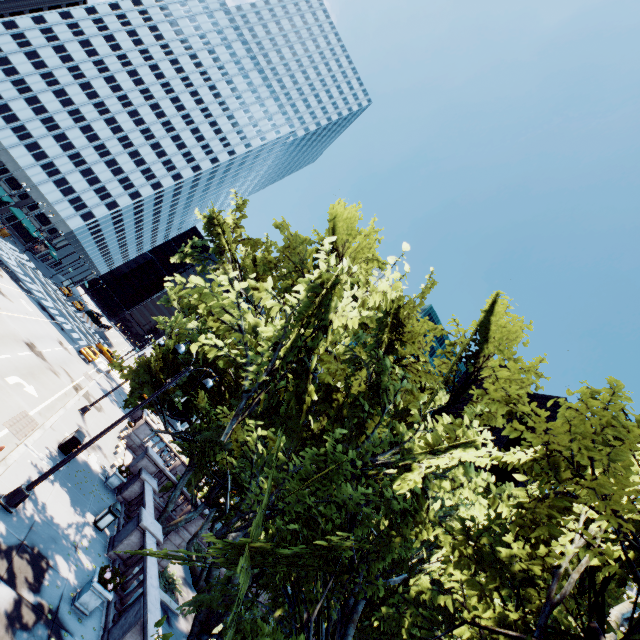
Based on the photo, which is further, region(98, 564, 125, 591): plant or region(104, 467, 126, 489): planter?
region(104, 467, 126, 489): planter

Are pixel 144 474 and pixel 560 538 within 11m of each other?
no

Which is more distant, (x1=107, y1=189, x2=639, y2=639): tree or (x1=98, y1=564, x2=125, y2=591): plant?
(x1=98, y1=564, x2=125, y2=591): plant

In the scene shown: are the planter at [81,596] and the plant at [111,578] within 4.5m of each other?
yes

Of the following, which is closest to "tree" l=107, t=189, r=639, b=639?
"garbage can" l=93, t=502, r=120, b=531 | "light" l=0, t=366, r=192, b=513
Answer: "light" l=0, t=366, r=192, b=513

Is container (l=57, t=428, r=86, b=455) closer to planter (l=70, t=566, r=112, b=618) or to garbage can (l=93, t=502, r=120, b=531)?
garbage can (l=93, t=502, r=120, b=531)

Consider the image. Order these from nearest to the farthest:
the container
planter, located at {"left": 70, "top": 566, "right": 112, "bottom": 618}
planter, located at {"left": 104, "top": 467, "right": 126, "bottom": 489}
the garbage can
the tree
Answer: the tree < planter, located at {"left": 70, "top": 566, "right": 112, "bottom": 618} < the garbage can < the container < planter, located at {"left": 104, "top": 467, "right": 126, "bottom": 489}

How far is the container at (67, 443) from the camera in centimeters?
1627cm
